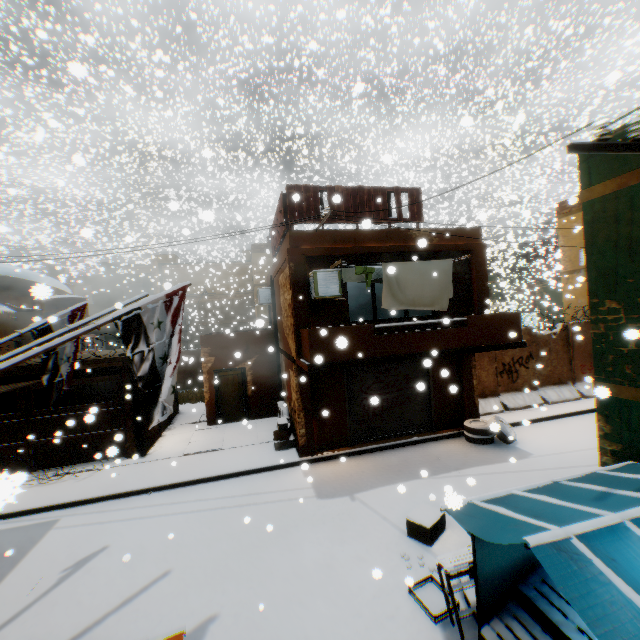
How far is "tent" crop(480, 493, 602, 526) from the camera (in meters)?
3.20

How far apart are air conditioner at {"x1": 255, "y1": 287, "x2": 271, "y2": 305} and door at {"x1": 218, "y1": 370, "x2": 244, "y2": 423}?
2.4 meters

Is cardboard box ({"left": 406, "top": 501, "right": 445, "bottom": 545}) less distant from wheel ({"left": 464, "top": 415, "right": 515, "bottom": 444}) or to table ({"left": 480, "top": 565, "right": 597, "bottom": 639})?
wheel ({"left": 464, "top": 415, "right": 515, "bottom": 444})

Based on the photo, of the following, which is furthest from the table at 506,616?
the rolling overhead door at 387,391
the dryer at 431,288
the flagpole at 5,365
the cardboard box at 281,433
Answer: the cardboard box at 281,433

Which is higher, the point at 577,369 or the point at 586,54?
the point at 586,54

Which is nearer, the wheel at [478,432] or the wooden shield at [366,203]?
the wooden shield at [366,203]

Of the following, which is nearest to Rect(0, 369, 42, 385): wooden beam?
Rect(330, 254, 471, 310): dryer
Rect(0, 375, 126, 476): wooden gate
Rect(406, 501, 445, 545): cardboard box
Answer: Rect(0, 375, 126, 476): wooden gate

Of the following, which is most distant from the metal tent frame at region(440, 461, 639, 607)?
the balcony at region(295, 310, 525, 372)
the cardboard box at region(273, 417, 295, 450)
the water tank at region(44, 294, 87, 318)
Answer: the water tank at region(44, 294, 87, 318)
